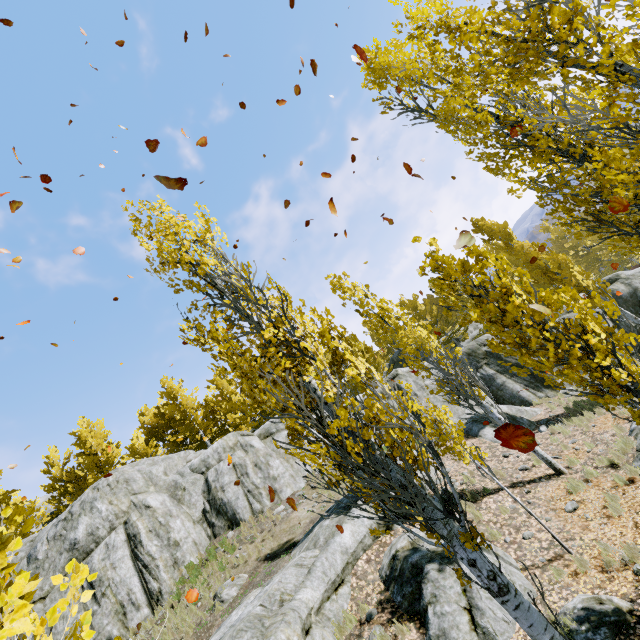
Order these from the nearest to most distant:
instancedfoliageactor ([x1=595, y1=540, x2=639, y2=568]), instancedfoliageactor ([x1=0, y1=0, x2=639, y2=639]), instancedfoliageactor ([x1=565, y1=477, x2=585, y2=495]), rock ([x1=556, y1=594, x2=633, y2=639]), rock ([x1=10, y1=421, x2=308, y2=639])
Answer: instancedfoliageactor ([x1=0, y1=0, x2=639, y2=639])
rock ([x1=556, y1=594, x2=633, y2=639])
instancedfoliageactor ([x1=595, y1=540, x2=639, y2=568])
instancedfoliageactor ([x1=565, y1=477, x2=585, y2=495])
rock ([x1=10, y1=421, x2=308, y2=639])

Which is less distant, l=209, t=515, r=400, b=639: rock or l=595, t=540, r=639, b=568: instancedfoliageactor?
l=595, t=540, r=639, b=568: instancedfoliageactor

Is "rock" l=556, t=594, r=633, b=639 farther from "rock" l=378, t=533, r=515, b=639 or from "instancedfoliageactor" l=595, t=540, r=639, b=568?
"instancedfoliageactor" l=595, t=540, r=639, b=568

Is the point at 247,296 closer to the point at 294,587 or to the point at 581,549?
the point at 294,587

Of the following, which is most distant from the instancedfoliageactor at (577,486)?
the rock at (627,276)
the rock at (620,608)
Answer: the rock at (620,608)

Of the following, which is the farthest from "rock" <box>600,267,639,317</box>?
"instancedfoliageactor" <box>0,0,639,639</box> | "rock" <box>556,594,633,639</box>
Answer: "rock" <box>556,594,633,639</box>
